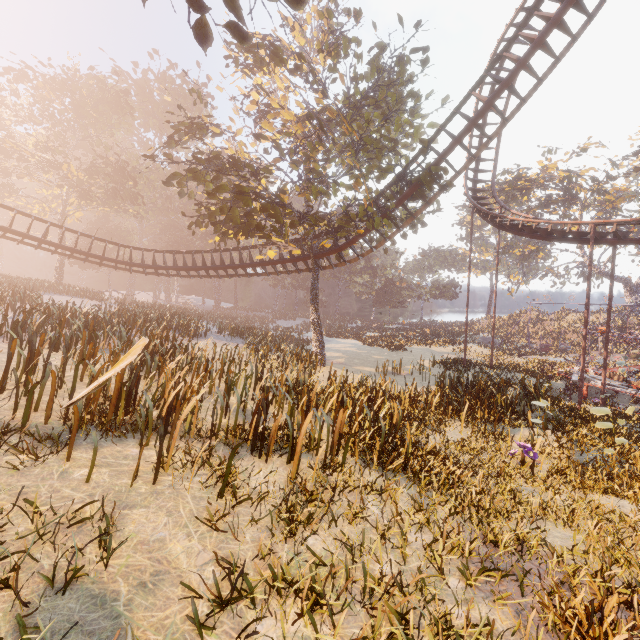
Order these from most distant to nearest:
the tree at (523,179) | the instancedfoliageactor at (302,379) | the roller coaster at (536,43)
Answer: the tree at (523,179) < the roller coaster at (536,43) < the instancedfoliageactor at (302,379)

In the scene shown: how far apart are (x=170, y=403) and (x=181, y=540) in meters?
2.8

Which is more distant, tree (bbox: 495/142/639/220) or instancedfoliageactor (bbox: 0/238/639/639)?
tree (bbox: 495/142/639/220)

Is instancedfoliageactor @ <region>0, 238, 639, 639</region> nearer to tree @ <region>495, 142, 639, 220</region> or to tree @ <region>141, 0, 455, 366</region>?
tree @ <region>141, 0, 455, 366</region>

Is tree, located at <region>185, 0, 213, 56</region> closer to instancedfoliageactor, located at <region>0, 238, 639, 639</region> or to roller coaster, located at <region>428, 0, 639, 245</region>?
instancedfoliageactor, located at <region>0, 238, 639, 639</region>

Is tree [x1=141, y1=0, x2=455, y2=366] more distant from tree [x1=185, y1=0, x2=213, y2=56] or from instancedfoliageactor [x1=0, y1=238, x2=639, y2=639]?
tree [x1=185, y1=0, x2=213, y2=56]

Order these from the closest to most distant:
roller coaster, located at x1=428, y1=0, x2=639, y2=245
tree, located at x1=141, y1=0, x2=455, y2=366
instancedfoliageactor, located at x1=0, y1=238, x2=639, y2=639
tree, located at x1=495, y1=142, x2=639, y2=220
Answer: instancedfoliageactor, located at x1=0, y1=238, x2=639, y2=639
roller coaster, located at x1=428, y1=0, x2=639, y2=245
tree, located at x1=141, y1=0, x2=455, y2=366
tree, located at x1=495, y1=142, x2=639, y2=220

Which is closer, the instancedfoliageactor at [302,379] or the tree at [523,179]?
the instancedfoliageactor at [302,379]
